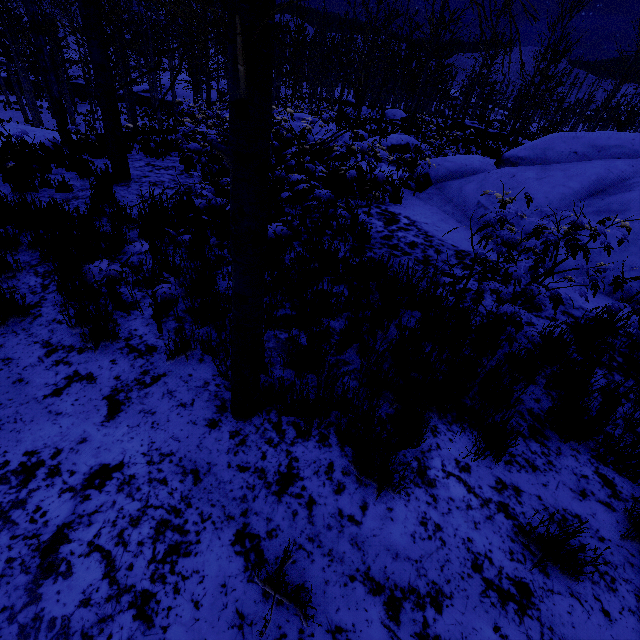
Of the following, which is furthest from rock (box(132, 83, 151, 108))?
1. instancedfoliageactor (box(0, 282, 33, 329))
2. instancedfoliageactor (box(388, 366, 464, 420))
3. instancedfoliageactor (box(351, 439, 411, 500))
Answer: instancedfoliageactor (box(351, 439, 411, 500))

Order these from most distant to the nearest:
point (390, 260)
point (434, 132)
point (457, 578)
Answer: point (434, 132)
point (390, 260)
point (457, 578)

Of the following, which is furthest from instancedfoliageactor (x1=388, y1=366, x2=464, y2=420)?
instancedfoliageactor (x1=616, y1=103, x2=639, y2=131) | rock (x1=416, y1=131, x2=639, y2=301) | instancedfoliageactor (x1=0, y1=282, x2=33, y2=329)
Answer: instancedfoliageactor (x1=616, y1=103, x2=639, y2=131)

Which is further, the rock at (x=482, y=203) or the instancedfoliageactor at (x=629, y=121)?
the instancedfoliageactor at (x=629, y=121)

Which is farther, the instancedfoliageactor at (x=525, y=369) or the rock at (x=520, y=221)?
the rock at (x=520, y=221)

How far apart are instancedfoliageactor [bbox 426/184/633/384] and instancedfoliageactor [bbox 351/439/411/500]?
1.88m

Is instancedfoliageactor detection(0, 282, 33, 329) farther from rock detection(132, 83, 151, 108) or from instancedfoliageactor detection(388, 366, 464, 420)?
rock detection(132, 83, 151, 108)

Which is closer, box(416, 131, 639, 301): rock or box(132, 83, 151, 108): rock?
box(416, 131, 639, 301): rock
